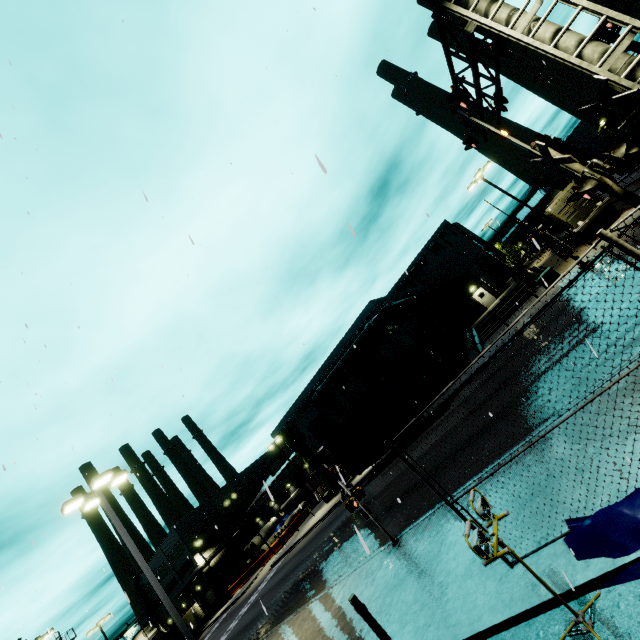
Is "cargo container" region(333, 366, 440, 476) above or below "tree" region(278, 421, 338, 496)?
below

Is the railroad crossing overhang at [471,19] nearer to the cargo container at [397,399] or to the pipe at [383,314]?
the cargo container at [397,399]

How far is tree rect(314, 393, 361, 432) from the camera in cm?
3541

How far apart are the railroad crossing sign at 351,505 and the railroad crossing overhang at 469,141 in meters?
12.4

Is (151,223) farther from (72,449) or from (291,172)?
(72,449)

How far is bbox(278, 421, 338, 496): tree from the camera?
37.97m

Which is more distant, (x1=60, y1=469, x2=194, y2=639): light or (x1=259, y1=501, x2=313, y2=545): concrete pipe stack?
(x1=259, y1=501, x2=313, y2=545): concrete pipe stack

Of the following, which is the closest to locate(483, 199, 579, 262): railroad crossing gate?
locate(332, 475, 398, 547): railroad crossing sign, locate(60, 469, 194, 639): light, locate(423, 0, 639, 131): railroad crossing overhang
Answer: locate(423, 0, 639, 131): railroad crossing overhang
